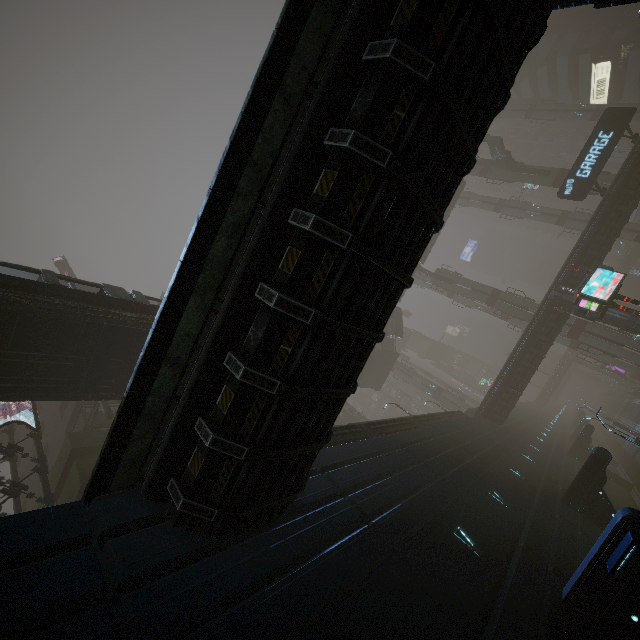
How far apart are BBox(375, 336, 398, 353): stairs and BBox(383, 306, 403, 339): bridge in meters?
0.0 m

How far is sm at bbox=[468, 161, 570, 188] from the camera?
37.8m

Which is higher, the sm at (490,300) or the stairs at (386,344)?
the stairs at (386,344)

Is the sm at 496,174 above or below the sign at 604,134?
above

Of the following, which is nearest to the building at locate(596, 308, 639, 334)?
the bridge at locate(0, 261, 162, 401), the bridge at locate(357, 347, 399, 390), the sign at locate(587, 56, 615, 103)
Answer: the sign at locate(587, 56, 615, 103)

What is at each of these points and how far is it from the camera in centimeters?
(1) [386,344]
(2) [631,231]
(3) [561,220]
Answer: (1) stairs, 4366cm
(2) sm, 4116cm
(3) sm, 4597cm

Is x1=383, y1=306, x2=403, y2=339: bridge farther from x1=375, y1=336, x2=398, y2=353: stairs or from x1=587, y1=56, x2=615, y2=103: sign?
x1=587, y1=56, x2=615, y2=103: sign

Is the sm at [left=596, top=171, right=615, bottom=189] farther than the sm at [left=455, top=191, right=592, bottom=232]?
No
